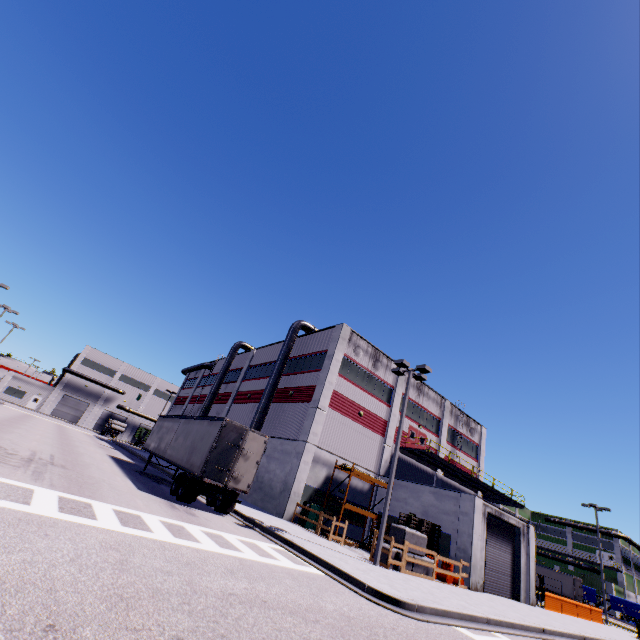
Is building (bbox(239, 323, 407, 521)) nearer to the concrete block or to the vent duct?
the vent duct

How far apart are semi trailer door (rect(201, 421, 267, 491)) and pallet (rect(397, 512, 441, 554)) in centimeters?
1164cm

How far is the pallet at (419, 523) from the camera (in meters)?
19.75

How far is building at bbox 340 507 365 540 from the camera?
23.60m

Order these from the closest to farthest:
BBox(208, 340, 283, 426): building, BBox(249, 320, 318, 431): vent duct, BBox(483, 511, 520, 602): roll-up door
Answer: BBox(483, 511, 520, 602): roll-up door
BBox(249, 320, 318, 431): vent duct
BBox(208, 340, 283, 426): building

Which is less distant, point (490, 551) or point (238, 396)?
point (490, 551)

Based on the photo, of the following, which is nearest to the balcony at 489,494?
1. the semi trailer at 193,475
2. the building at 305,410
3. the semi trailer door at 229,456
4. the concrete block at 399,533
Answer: the building at 305,410

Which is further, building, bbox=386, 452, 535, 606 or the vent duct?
the vent duct
